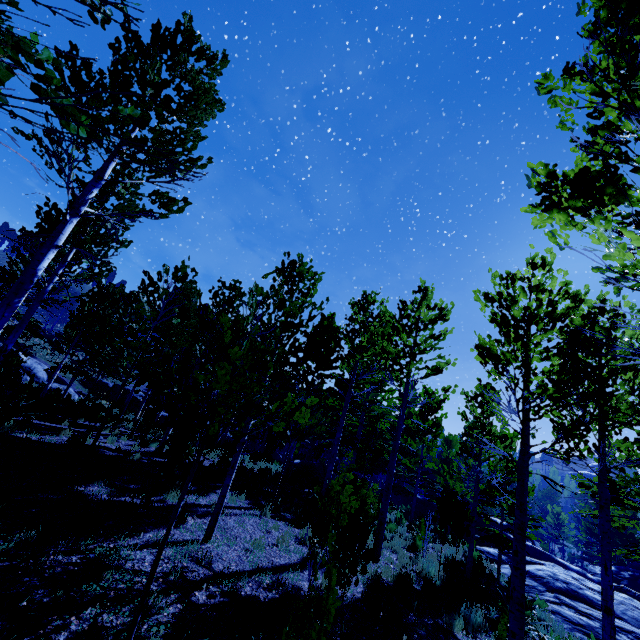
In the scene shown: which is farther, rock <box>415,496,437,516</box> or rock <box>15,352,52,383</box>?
rock <box>415,496,437,516</box>

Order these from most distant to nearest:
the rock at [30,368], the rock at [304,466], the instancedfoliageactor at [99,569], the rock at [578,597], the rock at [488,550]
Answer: the rock at [30,368] < the rock at [304,466] < the rock at [488,550] < the rock at [578,597] < the instancedfoliageactor at [99,569]

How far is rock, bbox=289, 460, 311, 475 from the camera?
19.3m

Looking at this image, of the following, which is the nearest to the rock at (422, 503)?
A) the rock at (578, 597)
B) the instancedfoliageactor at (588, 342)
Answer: the instancedfoliageactor at (588, 342)

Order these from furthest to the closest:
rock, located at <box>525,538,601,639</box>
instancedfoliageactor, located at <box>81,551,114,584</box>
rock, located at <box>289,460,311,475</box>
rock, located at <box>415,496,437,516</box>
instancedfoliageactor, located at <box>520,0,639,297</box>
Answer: rock, located at <box>415,496,437,516</box> < rock, located at <box>289,460,311,475</box> < rock, located at <box>525,538,601,639</box> < instancedfoliageactor, located at <box>81,551,114,584</box> < instancedfoliageactor, located at <box>520,0,639,297</box>

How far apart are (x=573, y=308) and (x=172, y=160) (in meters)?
7.52

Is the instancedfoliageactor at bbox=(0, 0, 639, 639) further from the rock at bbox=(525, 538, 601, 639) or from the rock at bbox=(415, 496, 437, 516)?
the rock at bbox=(415, 496, 437, 516)

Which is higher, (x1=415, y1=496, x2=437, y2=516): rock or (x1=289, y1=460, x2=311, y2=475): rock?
(x1=289, y1=460, x2=311, y2=475): rock
